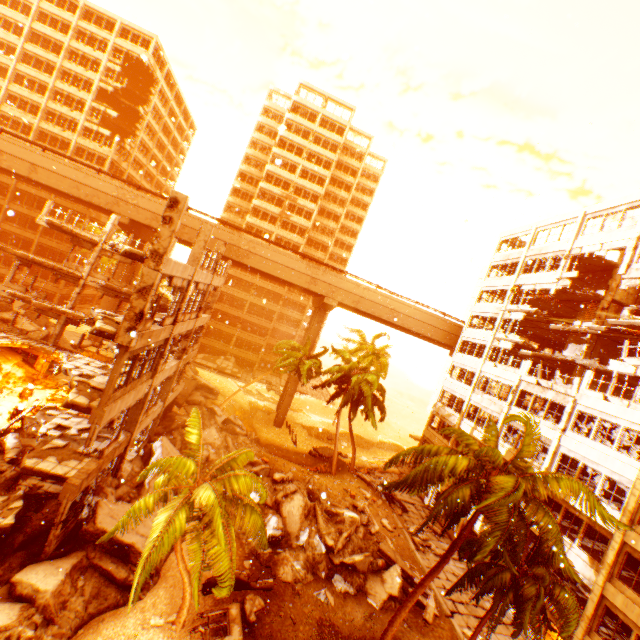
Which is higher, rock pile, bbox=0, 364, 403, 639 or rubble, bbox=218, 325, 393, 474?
rubble, bbox=218, 325, 393, 474

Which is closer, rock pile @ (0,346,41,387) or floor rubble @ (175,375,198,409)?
rock pile @ (0,346,41,387)

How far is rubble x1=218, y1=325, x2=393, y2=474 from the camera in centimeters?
3161cm

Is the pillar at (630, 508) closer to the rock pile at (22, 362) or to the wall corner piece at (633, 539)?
the wall corner piece at (633, 539)

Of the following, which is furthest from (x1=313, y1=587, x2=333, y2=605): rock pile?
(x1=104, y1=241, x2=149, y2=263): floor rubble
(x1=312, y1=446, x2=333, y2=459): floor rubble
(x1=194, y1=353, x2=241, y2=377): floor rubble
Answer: (x1=104, y1=241, x2=149, y2=263): floor rubble

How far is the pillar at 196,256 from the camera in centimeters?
1664cm

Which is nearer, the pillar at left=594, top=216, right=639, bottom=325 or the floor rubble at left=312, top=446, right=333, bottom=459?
the pillar at left=594, top=216, right=639, bottom=325

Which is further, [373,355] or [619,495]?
[373,355]
